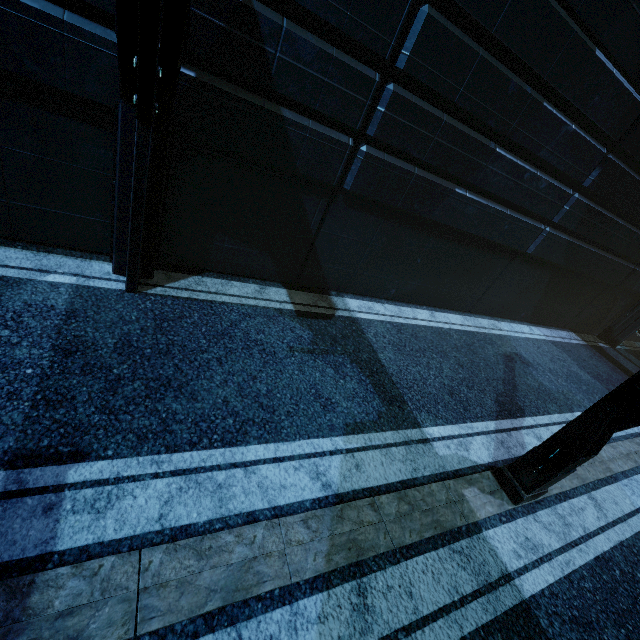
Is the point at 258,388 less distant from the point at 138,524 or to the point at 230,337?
the point at 230,337
